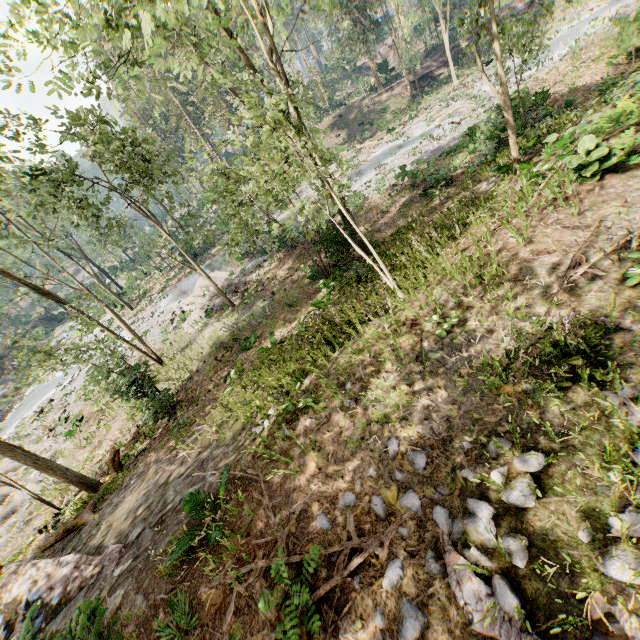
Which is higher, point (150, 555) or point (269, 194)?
point (269, 194)

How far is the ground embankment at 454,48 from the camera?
40.8 meters

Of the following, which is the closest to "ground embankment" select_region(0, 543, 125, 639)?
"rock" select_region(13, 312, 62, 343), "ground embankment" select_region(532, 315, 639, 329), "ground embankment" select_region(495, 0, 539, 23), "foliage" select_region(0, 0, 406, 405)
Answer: "foliage" select_region(0, 0, 406, 405)

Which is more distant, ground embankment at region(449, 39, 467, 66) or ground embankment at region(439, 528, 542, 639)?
ground embankment at region(449, 39, 467, 66)

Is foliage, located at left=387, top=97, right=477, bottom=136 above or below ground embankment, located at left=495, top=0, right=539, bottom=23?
below

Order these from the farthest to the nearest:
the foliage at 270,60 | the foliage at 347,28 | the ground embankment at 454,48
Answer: the ground embankment at 454,48 < the foliage at 347,28 < the foliage at 270,60

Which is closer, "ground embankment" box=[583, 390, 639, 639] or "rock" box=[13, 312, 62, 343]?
"ground embankment" box=[583, 390, 639, 639]

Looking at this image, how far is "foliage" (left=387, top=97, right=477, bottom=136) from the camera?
28.6m
